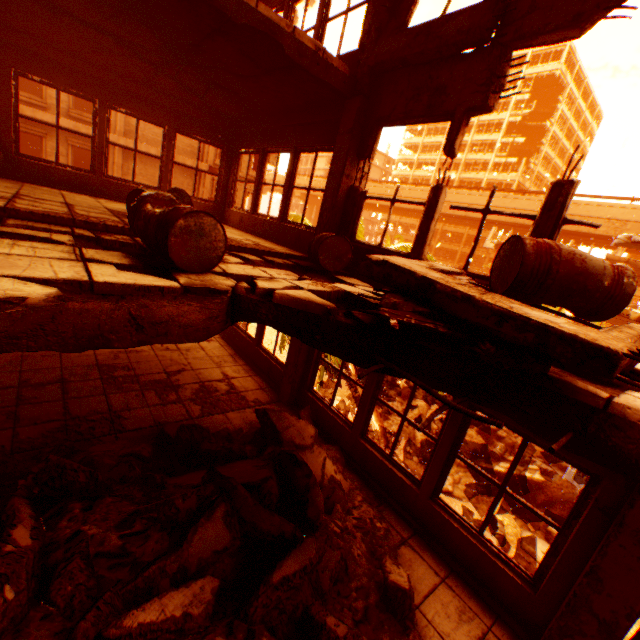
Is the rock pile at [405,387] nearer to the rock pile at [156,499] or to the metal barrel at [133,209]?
the rock pile at [156,499]

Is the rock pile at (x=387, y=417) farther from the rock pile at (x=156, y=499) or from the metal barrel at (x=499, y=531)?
the rock pile at (x=156, y=499)

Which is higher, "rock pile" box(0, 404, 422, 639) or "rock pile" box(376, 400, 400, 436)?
"rock pile" box(0, 404, 422, 639)

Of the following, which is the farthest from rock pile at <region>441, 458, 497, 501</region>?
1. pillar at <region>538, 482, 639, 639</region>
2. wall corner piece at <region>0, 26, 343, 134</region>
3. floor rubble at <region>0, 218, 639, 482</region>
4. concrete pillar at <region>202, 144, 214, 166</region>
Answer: concrete pillar at <region>202, 144, 214, 166</region>

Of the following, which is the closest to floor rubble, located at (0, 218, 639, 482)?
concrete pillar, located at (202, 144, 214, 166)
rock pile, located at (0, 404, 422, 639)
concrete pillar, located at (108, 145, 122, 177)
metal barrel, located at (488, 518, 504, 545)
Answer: rock pile, located at (0, 404, 422, 639)

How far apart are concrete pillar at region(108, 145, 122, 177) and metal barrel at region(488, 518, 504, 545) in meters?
24.7 m

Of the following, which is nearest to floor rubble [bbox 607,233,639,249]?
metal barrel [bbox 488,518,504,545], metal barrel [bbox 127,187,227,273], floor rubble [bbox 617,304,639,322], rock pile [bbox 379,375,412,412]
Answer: floor rubble [bbox 617,304,639,322]

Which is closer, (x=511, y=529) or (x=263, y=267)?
(x=263, y=267)
